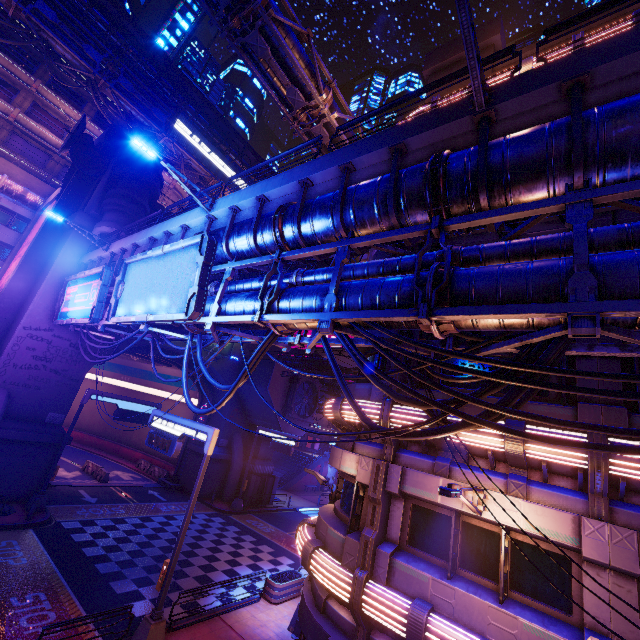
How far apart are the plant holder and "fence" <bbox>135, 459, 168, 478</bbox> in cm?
2054

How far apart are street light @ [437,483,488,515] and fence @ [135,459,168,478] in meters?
32.8 m

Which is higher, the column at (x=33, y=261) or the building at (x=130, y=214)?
the building at (x=130, y=214)

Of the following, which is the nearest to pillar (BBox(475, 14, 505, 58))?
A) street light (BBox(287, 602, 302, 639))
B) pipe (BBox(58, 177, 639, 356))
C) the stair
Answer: pipe (BBox(58, 177, 639, 356))

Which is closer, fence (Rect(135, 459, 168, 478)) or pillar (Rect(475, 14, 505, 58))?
pillar (Rect(475, 14, 505, 58))

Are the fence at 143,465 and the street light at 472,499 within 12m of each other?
no

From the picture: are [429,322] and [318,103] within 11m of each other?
no

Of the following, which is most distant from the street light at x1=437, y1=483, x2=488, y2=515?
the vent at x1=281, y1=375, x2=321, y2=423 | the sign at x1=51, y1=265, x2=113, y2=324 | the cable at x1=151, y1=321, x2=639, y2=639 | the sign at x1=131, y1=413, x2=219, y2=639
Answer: the vent at x1=281, y1=375, x2=321, y2=423
